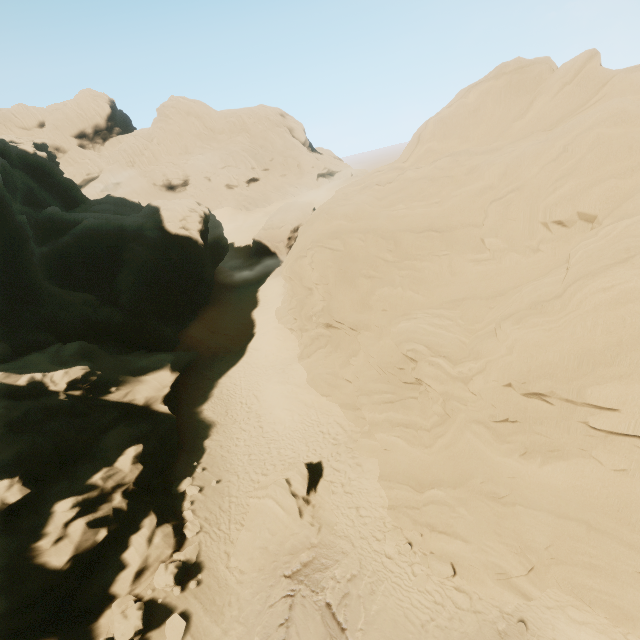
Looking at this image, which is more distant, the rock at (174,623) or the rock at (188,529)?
the rock at (188,529)

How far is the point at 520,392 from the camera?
11.23m

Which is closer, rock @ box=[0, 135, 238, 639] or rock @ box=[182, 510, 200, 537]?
rock @ box=[0, 135, 238, 639]

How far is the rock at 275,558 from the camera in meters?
13.4

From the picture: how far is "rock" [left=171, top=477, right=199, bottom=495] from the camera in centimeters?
1683cm
